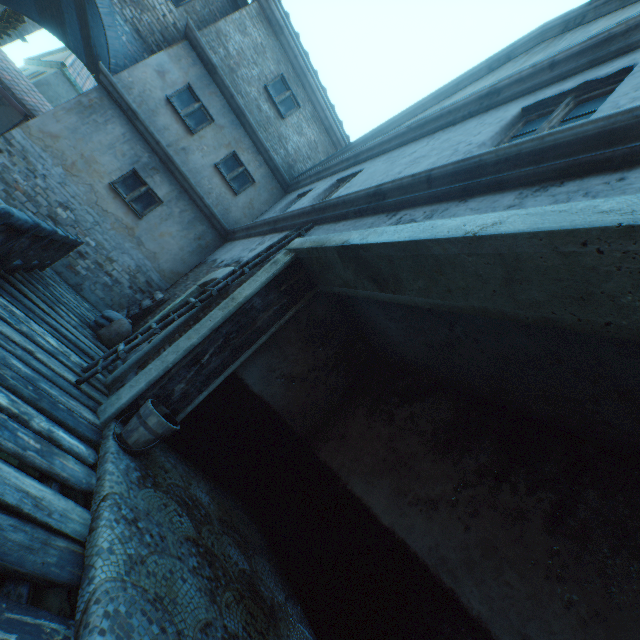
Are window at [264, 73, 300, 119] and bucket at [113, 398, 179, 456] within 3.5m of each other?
no

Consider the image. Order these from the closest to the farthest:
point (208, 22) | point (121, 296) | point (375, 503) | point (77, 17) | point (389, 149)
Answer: point (375, 503) → point (389, 149) → point (121, 296) → point (208, 22) → point (77, 17)

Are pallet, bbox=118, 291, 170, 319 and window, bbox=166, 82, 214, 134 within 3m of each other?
no

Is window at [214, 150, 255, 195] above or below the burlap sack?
above

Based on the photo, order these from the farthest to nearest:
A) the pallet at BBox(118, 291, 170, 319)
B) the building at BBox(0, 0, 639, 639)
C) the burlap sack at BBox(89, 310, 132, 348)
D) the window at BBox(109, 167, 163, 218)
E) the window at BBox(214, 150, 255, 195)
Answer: the window at BBox(214, 150, 255, 195)
the window at BBox(109, 167, 163, 218)
the pallet at BBox(118, 291, 170, 319)
the burlap sack at BBox(89, 310, 132, 348)
the building at BBox(0, 0, 639, 639)

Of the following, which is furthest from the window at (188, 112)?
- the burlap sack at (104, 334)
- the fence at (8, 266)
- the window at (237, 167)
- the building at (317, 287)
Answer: the burlap sack at (104, 334)

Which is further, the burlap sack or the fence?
the burlap sack

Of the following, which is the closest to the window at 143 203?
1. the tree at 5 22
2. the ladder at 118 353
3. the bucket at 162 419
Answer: the ladder at 118 353
